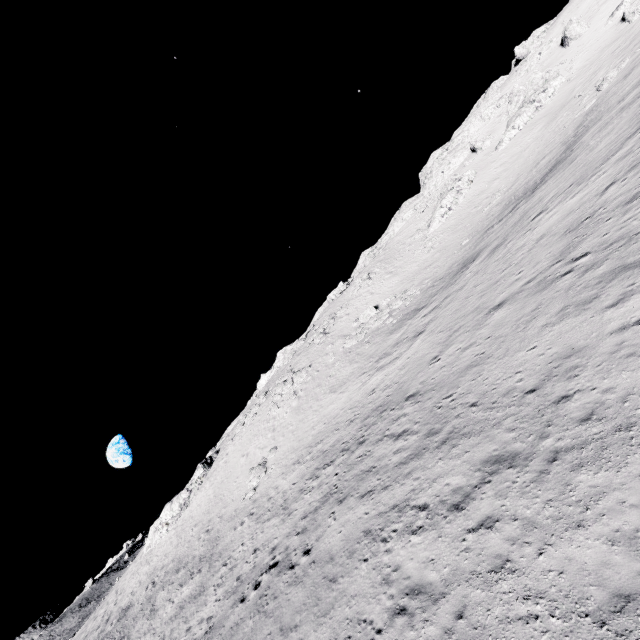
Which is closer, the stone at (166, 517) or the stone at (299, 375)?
the stone at (299, 375)

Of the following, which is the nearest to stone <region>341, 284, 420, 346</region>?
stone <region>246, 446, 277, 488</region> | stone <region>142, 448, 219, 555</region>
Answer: stone <region>246, 446, 277, 488</region>

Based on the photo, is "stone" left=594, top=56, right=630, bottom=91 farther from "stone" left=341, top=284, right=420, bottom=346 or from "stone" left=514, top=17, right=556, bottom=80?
"stone" left=514, top=17, right=556, bottom=80

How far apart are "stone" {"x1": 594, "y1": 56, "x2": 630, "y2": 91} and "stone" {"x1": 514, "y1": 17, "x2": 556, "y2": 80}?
30.0m

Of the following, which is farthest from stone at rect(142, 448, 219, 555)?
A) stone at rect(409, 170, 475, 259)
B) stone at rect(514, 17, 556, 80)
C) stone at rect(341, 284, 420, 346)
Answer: stone at rect(514, 17, 556, 80)

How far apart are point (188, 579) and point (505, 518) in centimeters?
2826cm

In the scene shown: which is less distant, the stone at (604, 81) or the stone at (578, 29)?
the stone at (604, 81)

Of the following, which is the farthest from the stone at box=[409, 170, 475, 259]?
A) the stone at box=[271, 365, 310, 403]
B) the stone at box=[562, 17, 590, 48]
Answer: the stone at box=[271, 365, 310, 403]
